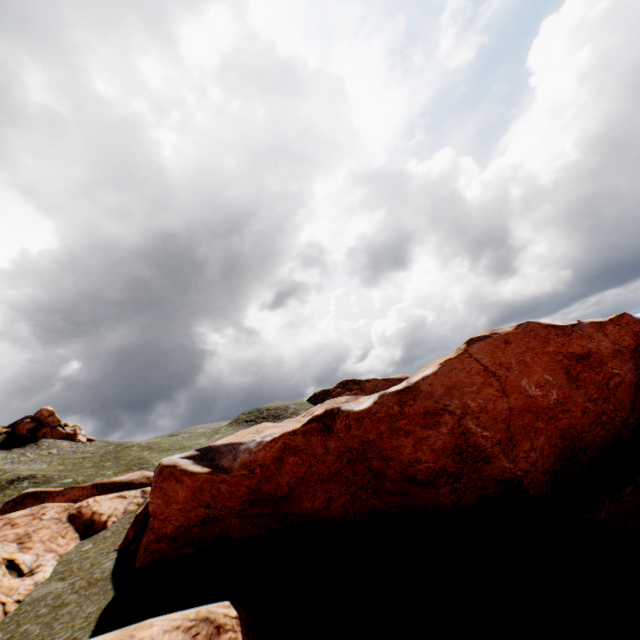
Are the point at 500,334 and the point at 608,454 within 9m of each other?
yes

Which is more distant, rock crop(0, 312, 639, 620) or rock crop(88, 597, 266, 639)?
rock crop(0, 312, 639, 620)

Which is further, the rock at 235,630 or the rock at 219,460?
the rock at 219,460
